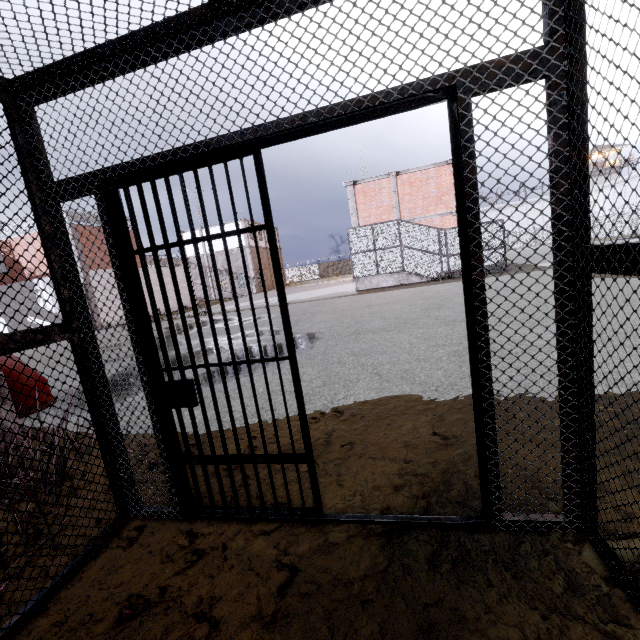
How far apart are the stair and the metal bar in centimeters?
1794cm

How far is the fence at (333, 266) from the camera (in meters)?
59.04

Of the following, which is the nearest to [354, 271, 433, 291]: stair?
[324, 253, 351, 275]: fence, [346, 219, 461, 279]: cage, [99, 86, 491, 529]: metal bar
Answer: [346, 219, 461, 279]: cage

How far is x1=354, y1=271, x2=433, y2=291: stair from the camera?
19.0 meters

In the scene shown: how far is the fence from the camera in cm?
5904

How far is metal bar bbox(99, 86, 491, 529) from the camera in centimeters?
169cm

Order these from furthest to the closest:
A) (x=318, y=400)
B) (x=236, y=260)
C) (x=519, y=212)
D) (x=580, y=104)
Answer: (x=519, y=212) → (x=236, y=260) → (x=318, y=400) → (x=580, y=104)

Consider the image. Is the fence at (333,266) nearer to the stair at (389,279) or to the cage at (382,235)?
the cage at (382,235)
